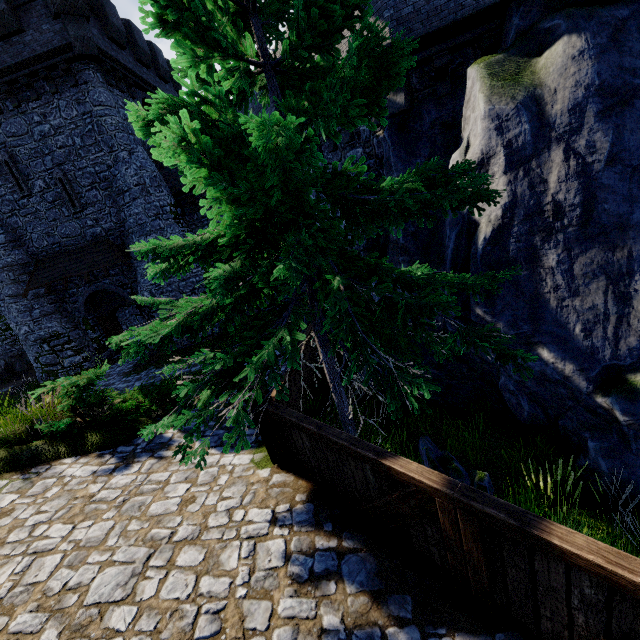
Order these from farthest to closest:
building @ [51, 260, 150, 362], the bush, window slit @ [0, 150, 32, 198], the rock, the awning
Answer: building @ [51, 260, 150, 362] → the awning → window slit @ [0, 150, 32, 198] → the bush → the rock

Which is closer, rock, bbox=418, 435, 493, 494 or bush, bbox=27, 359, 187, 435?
rock, bbox=418, 435, 493, 494

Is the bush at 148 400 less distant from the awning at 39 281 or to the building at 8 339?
the awning at 39 281

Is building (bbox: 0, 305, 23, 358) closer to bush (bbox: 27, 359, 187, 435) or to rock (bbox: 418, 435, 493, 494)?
bush (bbox: 27, 359, 187, 435)

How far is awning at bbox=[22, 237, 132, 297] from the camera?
16.73m

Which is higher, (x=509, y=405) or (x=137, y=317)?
(x=137, y=317)

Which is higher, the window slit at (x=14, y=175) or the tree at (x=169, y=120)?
the window slit at (x=14, y=175)

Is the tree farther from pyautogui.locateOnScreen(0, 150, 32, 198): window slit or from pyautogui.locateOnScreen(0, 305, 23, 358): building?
pyautogui.locateOnScreen(0, 150, 32, 198): window slit
